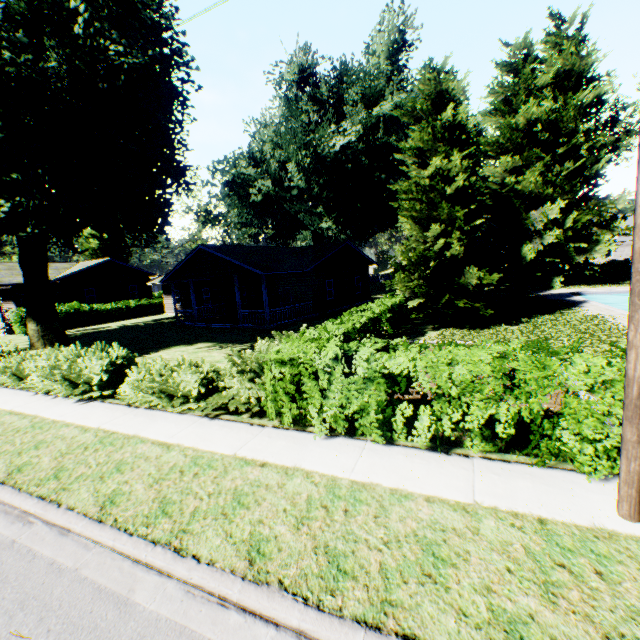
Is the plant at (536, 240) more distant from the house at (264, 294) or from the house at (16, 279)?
the house at (264, 294)

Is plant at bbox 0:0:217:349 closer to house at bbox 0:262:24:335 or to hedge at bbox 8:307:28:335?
house at bbox 0:262:24:335

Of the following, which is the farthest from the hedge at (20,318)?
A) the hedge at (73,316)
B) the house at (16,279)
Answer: the hedge at (73,316)

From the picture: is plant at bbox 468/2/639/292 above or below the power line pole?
above

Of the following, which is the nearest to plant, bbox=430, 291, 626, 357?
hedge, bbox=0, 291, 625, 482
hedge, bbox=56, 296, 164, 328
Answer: hedge, bbox=0, 291, 625, 482

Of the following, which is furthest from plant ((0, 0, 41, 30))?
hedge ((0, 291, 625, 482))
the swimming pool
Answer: the swimming pool

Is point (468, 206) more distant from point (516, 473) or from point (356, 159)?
point (356, 159)

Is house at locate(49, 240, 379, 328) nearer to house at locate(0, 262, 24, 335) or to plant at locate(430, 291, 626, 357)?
plant at locate(430, 291, 626, 357)
